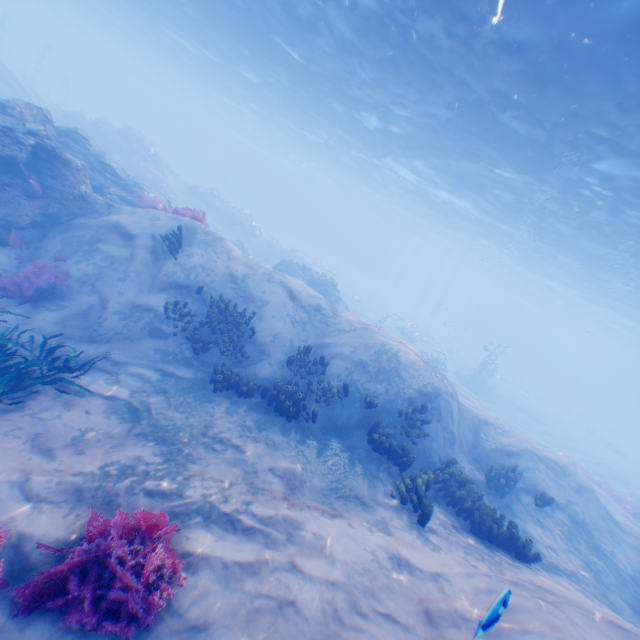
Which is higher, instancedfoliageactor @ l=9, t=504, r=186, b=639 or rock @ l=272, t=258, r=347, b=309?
rock @ l=272, t=258, r=347, b=309

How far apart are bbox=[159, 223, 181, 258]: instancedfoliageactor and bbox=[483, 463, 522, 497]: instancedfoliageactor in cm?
1204

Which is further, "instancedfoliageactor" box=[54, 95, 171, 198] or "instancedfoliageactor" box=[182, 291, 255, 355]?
"instancedfoliageactor" box=[54, 95, 171, 198]

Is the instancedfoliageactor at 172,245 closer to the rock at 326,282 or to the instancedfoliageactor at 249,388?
the instancedfoliageactor at 249,388

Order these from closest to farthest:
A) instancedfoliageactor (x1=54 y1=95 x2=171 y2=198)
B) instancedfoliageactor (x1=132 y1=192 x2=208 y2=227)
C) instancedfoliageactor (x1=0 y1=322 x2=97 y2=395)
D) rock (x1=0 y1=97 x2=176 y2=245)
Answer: instancedfoliageactor (x1=0 y1=322 x2=97 y2=395) < rock (x1=0 y1=97 x2=176 y2=245) < instancedfoliageactor (x1=132 y1=192 x2=208 y2=227) < instancedfoliageactor (x1=54 y1=95 x2=171 y2=198)

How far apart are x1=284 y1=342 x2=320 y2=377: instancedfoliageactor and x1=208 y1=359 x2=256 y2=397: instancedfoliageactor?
1.6 meters

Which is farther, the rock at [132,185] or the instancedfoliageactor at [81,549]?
the rock at [132,185]

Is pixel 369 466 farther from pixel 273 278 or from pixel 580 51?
pixel 580 51
